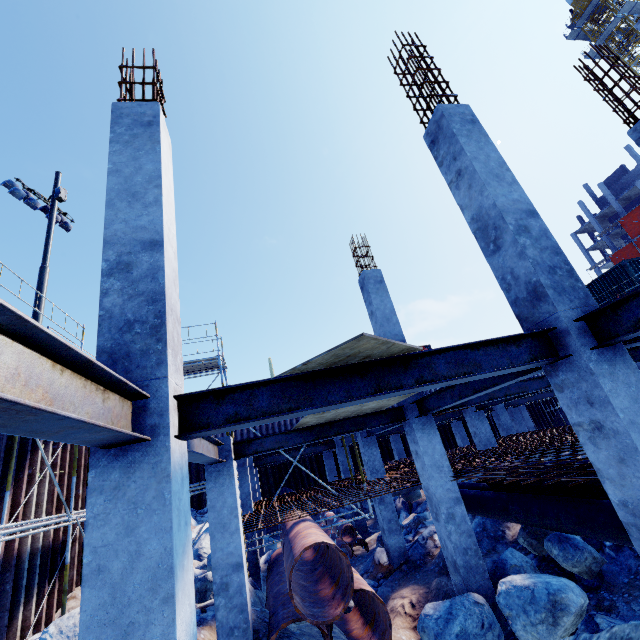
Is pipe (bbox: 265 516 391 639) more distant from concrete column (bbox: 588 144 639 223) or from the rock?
concrete column (bbox: 588 144 639 223)

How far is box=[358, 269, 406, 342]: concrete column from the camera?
9.1 meters

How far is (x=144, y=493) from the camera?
2.50m

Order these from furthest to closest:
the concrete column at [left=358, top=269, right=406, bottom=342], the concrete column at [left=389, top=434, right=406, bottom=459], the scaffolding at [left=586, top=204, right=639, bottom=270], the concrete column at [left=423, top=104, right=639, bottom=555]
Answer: the scaffolding at [left=586, top=204, right=639, bottom=270] < the concrete column at [left=389, top=434, right=406, bottom=459] < the concrete column at [left=358, top=269, right=406, bottom=342] < the concrete column at [left=423, top=104, right=639, bottom=555]

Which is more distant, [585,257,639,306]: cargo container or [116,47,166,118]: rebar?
[585,257,639,306]: cargo container

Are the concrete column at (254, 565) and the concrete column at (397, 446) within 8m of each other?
no

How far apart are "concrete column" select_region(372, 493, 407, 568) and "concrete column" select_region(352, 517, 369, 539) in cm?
434

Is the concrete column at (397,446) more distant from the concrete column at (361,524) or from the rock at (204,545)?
the rock at (204,545)
